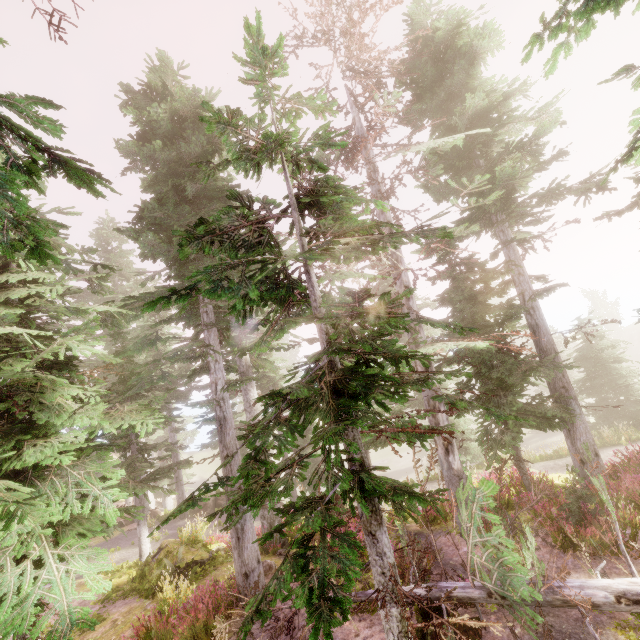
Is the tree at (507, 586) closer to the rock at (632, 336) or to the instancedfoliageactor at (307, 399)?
the instancedfoliageactor at (307, 399)

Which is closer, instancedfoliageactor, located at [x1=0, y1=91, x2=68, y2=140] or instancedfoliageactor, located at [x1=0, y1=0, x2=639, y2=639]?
instancedfoliageactor, located at [x1=0, y1=91, x2=68, y2=140]

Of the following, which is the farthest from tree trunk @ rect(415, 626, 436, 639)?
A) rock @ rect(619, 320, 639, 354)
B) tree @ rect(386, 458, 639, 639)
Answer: rock @ rect(619, 320, 639, 354)

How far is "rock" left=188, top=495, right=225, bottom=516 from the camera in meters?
22.7

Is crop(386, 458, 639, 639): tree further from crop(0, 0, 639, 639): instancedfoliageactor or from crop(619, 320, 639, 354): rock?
crop(619, 320, 639, 354): rock

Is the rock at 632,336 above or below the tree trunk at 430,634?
above

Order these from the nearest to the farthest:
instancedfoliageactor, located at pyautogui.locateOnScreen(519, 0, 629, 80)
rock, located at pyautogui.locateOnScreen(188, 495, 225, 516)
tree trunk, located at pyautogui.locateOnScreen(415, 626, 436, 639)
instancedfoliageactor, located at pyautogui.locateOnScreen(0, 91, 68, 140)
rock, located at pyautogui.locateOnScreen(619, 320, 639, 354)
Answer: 1. instancedfoliageactor, located at pyautogui.locateOnScreen(0, 91, 68, 140)
2. instancedfoliageactor, located at pyautogui.locateOnScreen(519, 0, 629, 80)
3. tree trunk, located at pyautogui.locateOnScreen(415, 626, 436, 639)
4. rock, located at pyautogui.locateOnScreen(188, 495, 225, 516)
5. rock, located at pyautogui.locateOnScreen(619, 320, 639, 354)

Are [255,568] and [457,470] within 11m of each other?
yes
